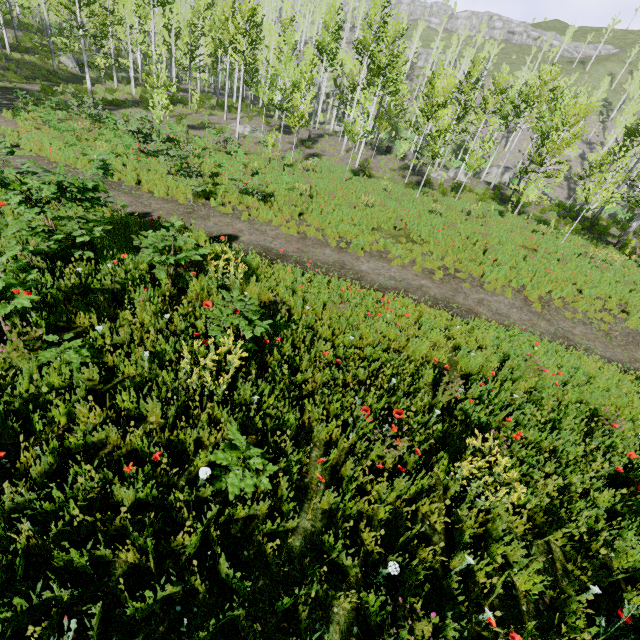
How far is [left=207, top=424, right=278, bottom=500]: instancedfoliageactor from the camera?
2.9m

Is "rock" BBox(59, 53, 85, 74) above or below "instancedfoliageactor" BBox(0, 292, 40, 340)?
below

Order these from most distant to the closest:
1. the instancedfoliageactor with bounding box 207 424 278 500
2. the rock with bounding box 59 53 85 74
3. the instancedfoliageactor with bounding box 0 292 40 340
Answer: the rock with bounding box 59 53 85 74
the instancedfoliageactor with bounding box 0 292 40 340
the instancedfoliageactor with bounding box 207 424 278 500

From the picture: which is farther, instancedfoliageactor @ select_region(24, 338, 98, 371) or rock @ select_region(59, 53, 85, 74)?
rock @ select_region(59, 53, 85, 74)

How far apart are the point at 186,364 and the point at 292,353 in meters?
1.7 m

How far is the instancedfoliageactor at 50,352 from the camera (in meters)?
3.41

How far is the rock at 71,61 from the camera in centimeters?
3052cm
